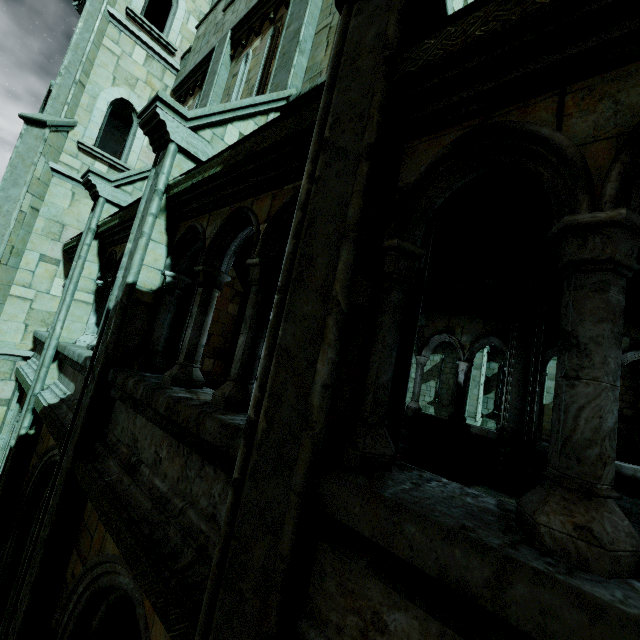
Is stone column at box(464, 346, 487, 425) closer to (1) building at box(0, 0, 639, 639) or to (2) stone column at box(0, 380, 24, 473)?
(1) building at box(0, 0, 639, 639)

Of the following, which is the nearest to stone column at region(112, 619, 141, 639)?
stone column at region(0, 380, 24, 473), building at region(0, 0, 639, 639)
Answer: building at region(0, 0, 639, 639)

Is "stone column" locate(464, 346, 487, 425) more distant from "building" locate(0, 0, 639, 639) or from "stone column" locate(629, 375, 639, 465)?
"building" locate(0, 0, 639, 639)

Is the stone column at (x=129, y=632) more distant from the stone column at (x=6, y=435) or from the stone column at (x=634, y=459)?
the stone column at (x=634, y=459)

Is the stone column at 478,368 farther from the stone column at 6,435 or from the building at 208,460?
the stone column at 6,435

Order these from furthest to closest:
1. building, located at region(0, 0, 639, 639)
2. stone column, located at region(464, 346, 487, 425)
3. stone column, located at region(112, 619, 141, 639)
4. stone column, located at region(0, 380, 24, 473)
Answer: stone column, located at region(464, 346, 487, 425) < stone column, located at region(0, 380, 24, 473) < stone column, located at region(112, 619, 141, 639) < building, located at region(0, 0, 639, 639)

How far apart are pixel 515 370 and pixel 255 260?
5.5m

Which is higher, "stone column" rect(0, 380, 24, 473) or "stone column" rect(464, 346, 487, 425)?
"stone column" rect(464, 346, 487, 425)
